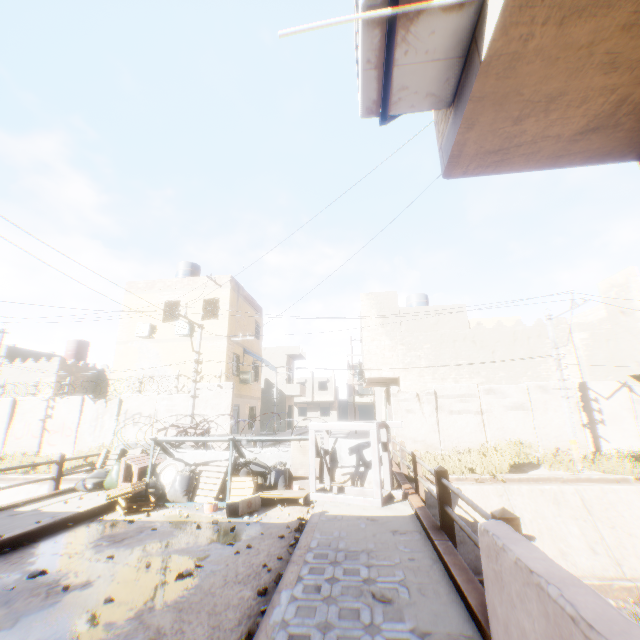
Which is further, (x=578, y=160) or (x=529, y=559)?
(x=578, y=160)

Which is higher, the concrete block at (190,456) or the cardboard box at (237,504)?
the concrete block at (190,456)

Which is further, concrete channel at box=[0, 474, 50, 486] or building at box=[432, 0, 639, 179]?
concrete channel at box=[0, 474, 50, 486]

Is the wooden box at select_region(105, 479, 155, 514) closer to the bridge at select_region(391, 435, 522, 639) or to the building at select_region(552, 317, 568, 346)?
the building at select_region(552, 317, 568, 346)

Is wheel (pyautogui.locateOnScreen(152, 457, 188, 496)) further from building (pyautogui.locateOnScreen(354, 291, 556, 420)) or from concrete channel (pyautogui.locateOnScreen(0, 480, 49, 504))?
building (pyautogui.locateOnScreen(354, 291, 556, 420))

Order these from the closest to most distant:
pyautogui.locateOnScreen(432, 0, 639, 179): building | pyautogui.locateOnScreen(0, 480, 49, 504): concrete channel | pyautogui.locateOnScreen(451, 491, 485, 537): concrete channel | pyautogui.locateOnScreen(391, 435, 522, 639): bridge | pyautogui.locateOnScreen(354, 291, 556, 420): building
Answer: pyautogui.locateOnScreen(432, 0, 639, 179): building → pyautogui.locateOnScreen(391, 435, 522, 639): bridge → pyautogui.locateOnScreen(451, 491, 485, 537): concrete channel → pyautogui.locateOnScreen(0, 480, 49, 504): concrete channel → pyautogui.locateOnScreen(354, 291, 556, 420): building

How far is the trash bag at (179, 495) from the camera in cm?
770

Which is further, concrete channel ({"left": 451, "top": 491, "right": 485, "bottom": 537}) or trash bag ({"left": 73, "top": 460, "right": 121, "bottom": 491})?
concrete channel ({"left": 451, "top": 491, "right": 485, "bottom": 537})
